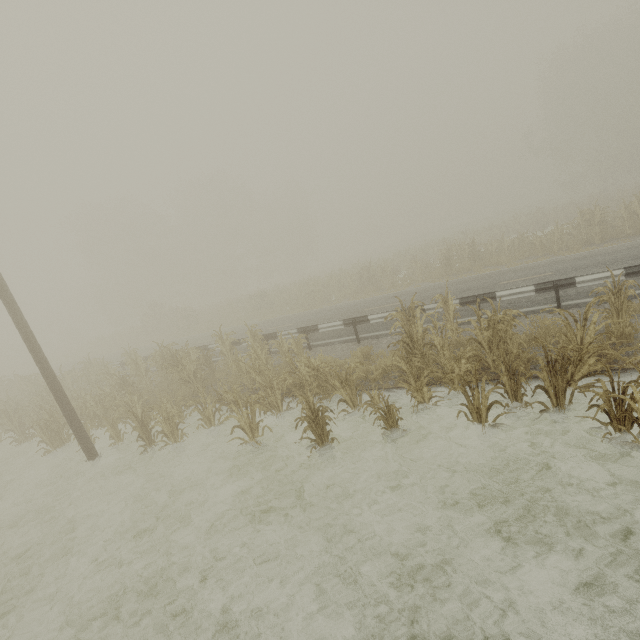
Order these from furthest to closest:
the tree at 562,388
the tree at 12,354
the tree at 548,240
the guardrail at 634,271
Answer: the tree at 12,354 < the tree at 548,240 < the guardrail at 634,271 < the tree at 562,388

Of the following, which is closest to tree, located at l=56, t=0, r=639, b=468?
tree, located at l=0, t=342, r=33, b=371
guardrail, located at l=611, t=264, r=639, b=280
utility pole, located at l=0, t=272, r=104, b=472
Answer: utility pole, located at l=0, t=272, r=104, b=472

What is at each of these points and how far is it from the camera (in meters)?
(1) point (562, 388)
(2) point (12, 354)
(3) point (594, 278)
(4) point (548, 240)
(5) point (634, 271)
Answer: (1) tree, 5.66
(2) tree, 52.62
(3) guardrail, 8.56
(4) tree, 18.34
(5) guardrail, 8.20

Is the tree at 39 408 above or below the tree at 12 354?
below

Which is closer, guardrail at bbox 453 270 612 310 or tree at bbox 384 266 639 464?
tree at bbox 384 266 639 464

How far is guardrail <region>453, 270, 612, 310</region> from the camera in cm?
858

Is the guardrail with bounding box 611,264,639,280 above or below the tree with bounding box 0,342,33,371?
below
